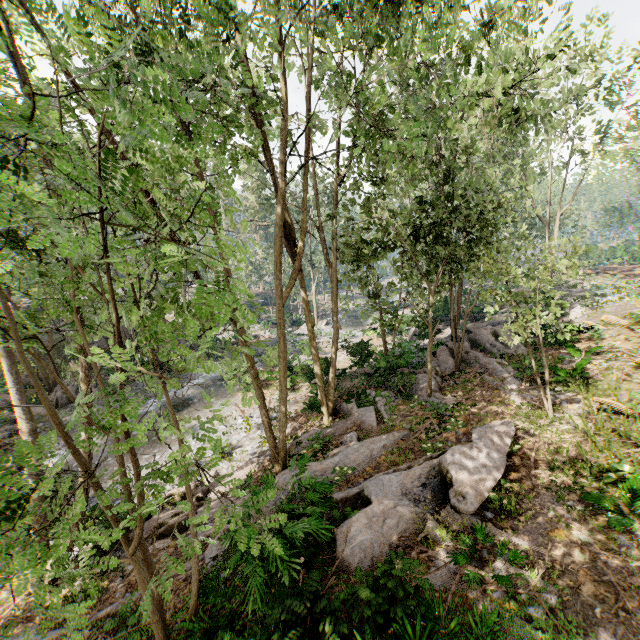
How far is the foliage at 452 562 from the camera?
6.0m

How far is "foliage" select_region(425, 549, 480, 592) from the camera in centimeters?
602cm

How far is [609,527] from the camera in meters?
6.5 m

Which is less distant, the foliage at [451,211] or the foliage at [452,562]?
the foliage at [451,211]

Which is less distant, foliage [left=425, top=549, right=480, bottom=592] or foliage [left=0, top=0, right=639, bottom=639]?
foliage [left=0, top=0, right=639, bottom=639]
